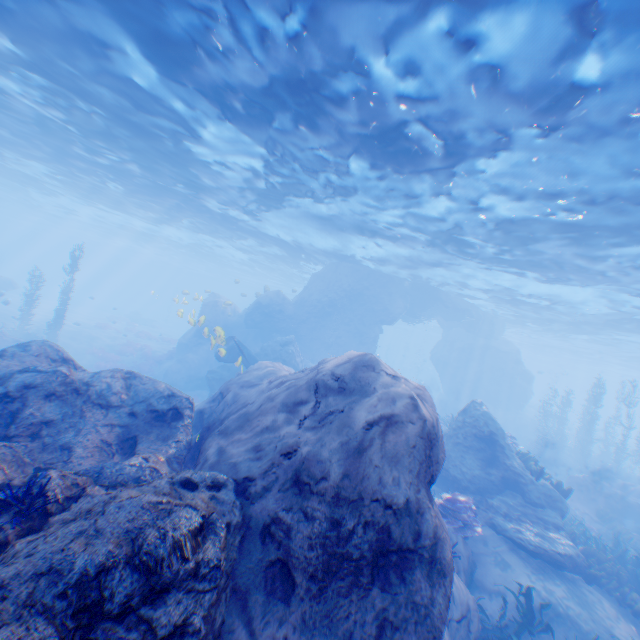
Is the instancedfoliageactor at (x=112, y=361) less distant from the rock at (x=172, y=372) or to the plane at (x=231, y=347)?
the rock at (x=172, y=372)

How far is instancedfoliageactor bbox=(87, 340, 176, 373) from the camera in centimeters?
2550cm

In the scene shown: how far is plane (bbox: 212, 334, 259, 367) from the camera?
16.2m

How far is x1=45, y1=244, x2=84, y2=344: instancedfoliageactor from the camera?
23.2m

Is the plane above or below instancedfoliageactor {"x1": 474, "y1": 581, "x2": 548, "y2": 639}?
above

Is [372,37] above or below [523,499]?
above

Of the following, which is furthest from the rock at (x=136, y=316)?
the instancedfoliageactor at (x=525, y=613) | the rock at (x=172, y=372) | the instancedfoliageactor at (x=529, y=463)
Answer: the instancedfoliageactor at (x=525, y=613)

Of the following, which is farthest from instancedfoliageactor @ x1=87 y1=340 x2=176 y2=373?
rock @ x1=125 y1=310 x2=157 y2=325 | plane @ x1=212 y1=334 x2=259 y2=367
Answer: rock @ x1=125 y1=310 x2=157 y2=325
